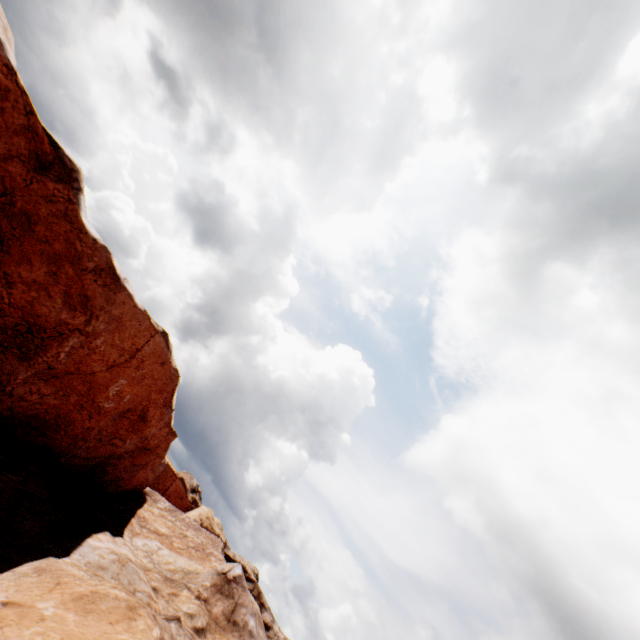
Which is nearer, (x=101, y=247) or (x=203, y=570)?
(x=101, y=247)
